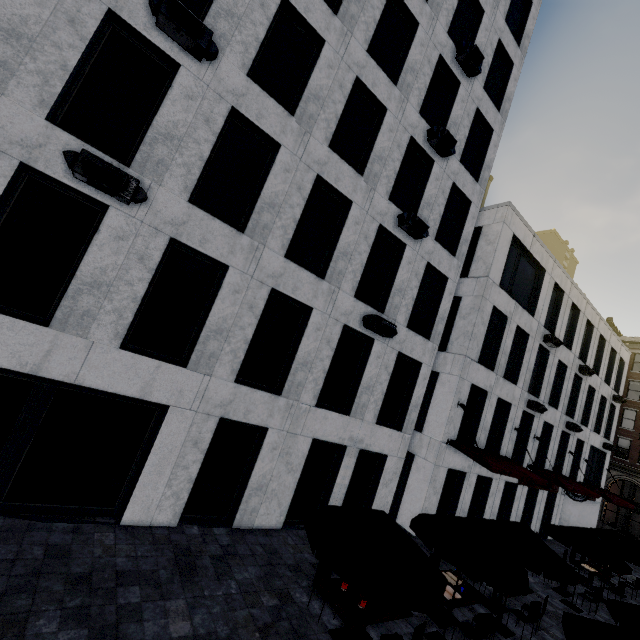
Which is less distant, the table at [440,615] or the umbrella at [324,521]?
the umbrella at [324,521]

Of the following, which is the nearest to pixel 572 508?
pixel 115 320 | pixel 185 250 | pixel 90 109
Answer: pixel 185 250

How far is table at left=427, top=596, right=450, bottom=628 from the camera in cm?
808

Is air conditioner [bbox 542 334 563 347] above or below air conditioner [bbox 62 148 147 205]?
above

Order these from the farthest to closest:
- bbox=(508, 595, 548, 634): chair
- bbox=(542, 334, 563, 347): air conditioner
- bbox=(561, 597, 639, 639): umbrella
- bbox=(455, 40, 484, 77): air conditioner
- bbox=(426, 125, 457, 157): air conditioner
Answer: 1. bbox=(542, 334, 563, 347): air conditioner
2. bbox=(455, 40, 484, 77): air conditioner
3. bbox=(426, 125, 457, 157): air conditioner
4. bbox=(508, 595, 548, 634): chair
5. bbox=(561, 597, 639, 639): umbrella

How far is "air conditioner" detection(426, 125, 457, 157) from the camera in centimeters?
1200cm

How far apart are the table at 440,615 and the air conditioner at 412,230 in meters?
11.0 m

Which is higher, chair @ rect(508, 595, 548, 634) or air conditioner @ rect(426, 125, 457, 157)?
air conditioner @ rect(426, 125, 457, 157)
